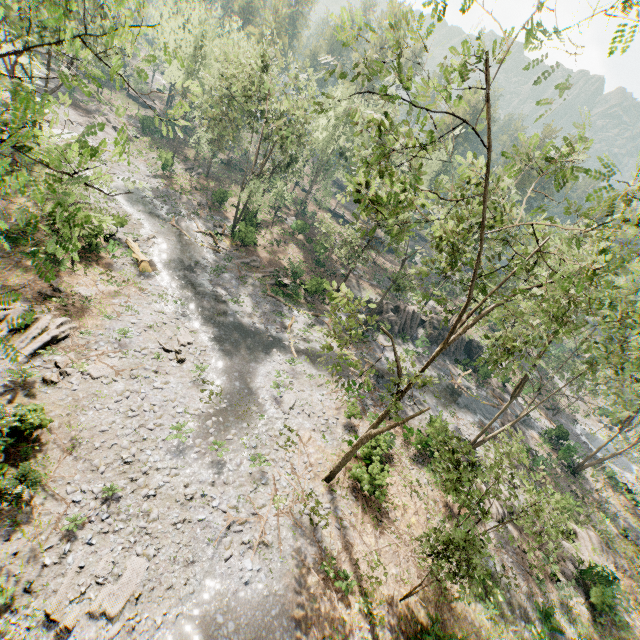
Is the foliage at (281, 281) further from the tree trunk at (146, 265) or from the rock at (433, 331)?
the tree trunk at (146, 265)

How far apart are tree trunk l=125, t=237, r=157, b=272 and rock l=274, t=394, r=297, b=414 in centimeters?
1469cm

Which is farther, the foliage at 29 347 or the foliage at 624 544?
the foliage at 624 544

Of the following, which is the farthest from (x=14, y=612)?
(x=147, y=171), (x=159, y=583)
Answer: (x=147, y=171)

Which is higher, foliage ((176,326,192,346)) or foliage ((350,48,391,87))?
foliage ((350,48,391,87))

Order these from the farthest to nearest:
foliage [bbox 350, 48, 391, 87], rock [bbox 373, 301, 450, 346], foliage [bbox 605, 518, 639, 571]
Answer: rock [bbox 373, 301, 450, 346] < foliage [bbox 605, 518, 639, 571] < foliage [bbox 350, 48, 391, 87]

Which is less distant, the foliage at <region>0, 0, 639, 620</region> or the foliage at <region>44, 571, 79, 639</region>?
the foliage at <region>0, 0, 639, 620</region>

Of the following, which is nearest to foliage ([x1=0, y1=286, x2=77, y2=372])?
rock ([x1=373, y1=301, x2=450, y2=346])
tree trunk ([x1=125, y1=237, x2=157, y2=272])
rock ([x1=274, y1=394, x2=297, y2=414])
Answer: rock ([x1=373, y1=301, x2=450, y2=346])
